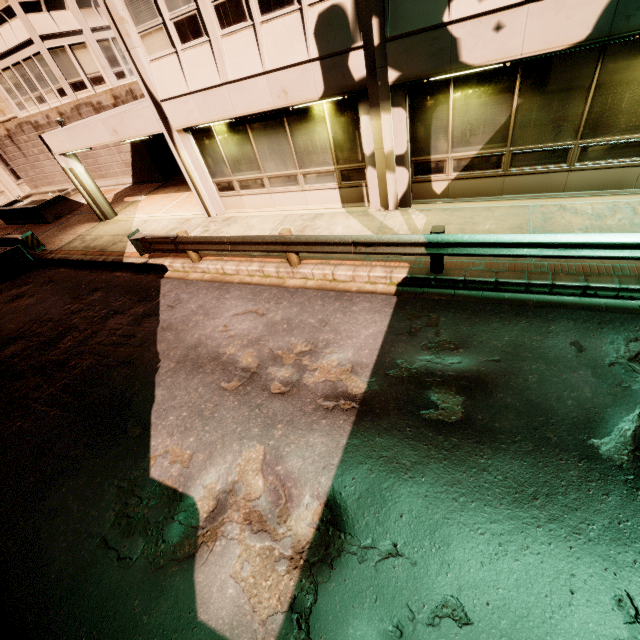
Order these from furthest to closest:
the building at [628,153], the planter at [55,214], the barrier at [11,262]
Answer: the planter at [55,214], the barrier at [11,262], the building at [628,153]

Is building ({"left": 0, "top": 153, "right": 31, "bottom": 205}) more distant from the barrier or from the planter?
the planter

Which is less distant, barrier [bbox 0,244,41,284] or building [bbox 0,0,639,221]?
building [bbox 0,0,639,221]

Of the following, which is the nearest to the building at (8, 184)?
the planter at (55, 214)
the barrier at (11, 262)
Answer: the barrier at (11, 262)

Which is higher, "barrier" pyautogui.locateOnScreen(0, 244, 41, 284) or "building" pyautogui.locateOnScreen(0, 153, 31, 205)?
"building" pyautogui.locateOnScreen(0, 153, 31, 205)

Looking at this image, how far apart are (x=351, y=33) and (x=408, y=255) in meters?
5.0
